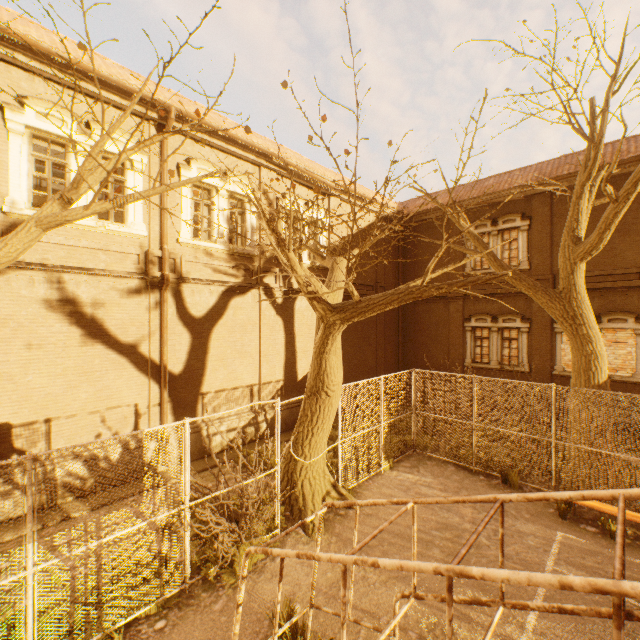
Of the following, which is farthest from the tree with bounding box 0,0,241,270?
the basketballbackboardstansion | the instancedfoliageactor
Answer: the basketballbackboardstansion

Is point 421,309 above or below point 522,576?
above

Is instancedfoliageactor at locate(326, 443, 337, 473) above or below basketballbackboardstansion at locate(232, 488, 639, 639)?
below

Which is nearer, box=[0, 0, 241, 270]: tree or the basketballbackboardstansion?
the basketballbackboardstansion

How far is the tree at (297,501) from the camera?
7.57m

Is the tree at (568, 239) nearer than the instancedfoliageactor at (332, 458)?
Yes

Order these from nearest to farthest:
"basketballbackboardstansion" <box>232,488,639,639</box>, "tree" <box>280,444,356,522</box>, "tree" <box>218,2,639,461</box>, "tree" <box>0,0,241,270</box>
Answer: "basketballbackboardstansion" <box>232,488,639,639</box>
"tree" <box>0,0,241,270</box>
"tree" <box>218,2,639,461</box>
"tree" <box>280,444,356,522</box>
